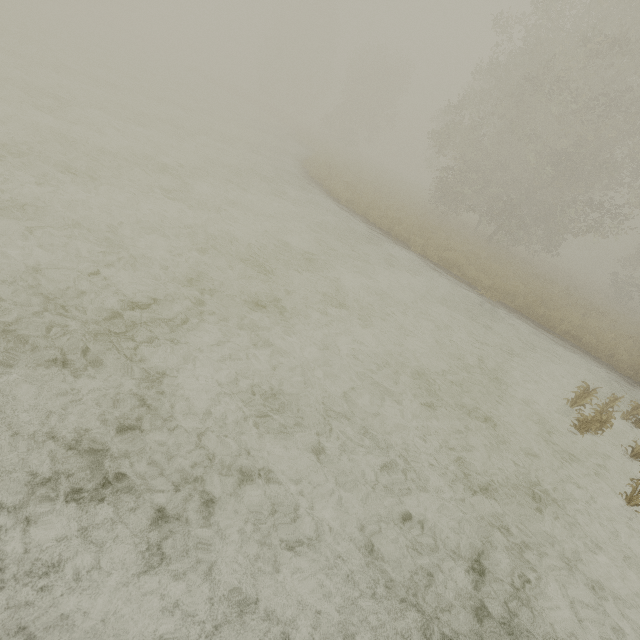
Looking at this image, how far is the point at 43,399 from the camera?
3.2 meters
